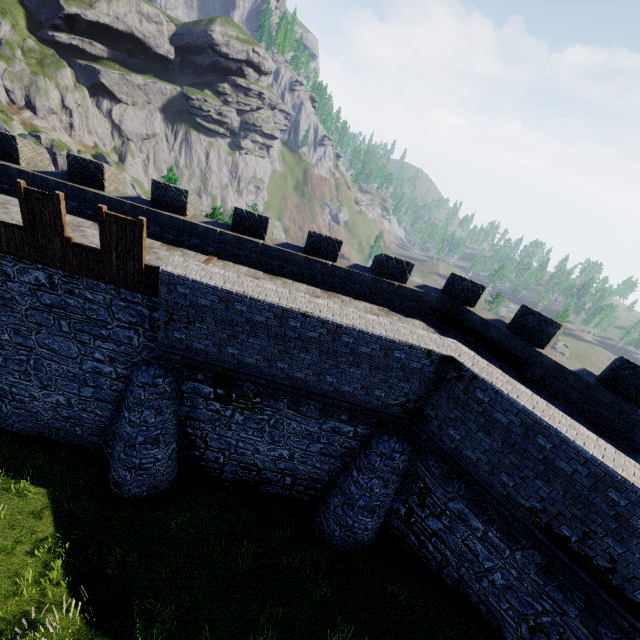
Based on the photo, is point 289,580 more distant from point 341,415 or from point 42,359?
point 42,359
